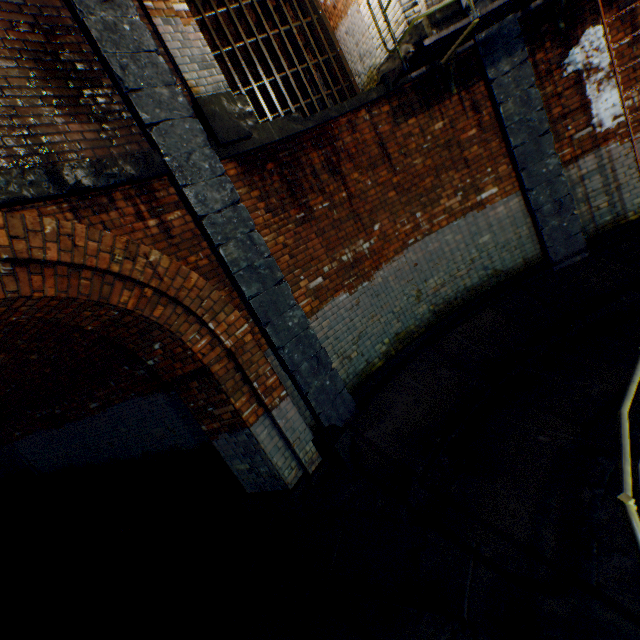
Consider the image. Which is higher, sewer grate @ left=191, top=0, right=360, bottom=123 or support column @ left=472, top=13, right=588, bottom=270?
sewer grate @ left=191, top=0, right=360, bottom=123

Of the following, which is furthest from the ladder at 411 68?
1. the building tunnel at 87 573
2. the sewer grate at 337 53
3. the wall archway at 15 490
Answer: the wall archway at 15 490

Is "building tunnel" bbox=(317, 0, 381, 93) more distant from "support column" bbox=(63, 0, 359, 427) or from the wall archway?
the wall archway

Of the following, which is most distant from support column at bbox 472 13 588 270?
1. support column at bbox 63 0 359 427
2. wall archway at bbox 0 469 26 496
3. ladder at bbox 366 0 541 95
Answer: wall archway at bbox 0 469 26 496

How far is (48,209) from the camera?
3.04m

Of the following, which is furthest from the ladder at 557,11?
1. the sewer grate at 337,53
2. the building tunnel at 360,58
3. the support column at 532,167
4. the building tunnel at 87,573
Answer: the building tunnel at 87,573

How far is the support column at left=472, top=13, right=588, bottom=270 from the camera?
5.2m

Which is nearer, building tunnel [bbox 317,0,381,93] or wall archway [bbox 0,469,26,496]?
building tunnel [bbox 317,0,381,93]
